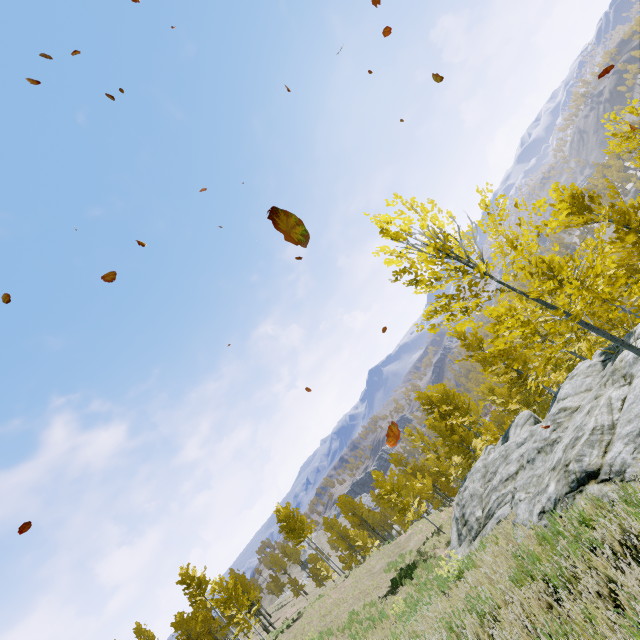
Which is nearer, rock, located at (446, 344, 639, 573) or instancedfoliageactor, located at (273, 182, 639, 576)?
instancedfoliageactor, located at (273, 182, 639, 576)

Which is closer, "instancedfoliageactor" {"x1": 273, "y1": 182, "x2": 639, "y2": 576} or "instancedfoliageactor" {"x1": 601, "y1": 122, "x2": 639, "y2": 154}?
"instancedfoliageactor" {"x1": 273, "y1": 182, "x2": 639, "y2": 576}

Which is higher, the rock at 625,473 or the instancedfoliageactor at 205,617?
the instancedfoliageactor at 205,617

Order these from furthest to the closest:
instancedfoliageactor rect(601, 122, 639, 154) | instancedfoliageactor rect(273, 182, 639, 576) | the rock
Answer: instancedfoliageactor rect(601, 122, 639, 154) < the rock < instancedfoliageactor rect(273, 182, 639, 576)

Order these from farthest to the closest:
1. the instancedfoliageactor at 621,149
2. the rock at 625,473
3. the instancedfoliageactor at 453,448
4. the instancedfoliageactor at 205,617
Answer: the instancedfoliageactor at 205,617, the instancedfoliageactor at 621,149, the rock at 625,473, the instancedfoliageactor at 453,448

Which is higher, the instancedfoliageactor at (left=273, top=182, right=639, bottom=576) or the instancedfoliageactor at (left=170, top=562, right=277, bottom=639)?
the instancedfoliageactor at (left=170, top=562, right=277, bottom=639)

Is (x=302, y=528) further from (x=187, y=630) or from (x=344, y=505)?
(x=187, y=630)
